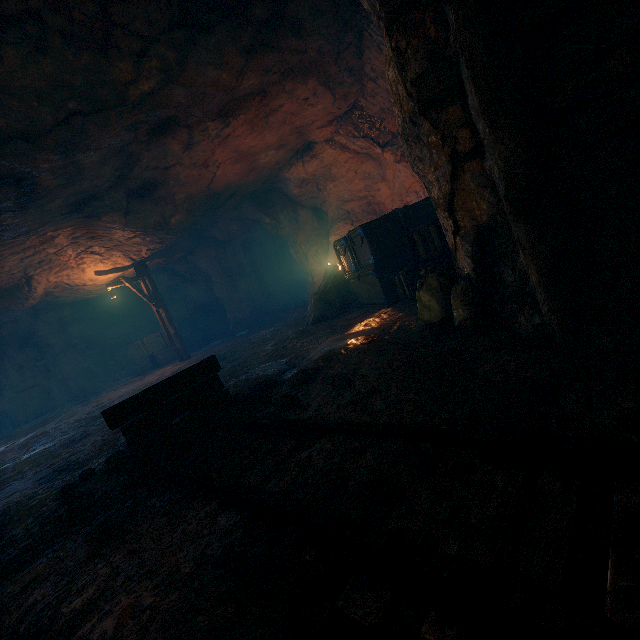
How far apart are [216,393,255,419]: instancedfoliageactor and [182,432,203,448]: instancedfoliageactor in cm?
26

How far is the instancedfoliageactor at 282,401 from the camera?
3.4m

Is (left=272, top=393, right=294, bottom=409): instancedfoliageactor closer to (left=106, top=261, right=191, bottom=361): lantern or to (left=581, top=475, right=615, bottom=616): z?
(left=581, top=475, right=615, bottom=616): z

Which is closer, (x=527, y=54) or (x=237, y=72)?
(x=527, y=54)

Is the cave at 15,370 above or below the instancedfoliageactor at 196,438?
above

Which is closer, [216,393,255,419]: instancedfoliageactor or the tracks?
the tracks

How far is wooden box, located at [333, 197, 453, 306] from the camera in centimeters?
533cm

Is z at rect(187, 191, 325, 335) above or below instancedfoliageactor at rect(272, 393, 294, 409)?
above
